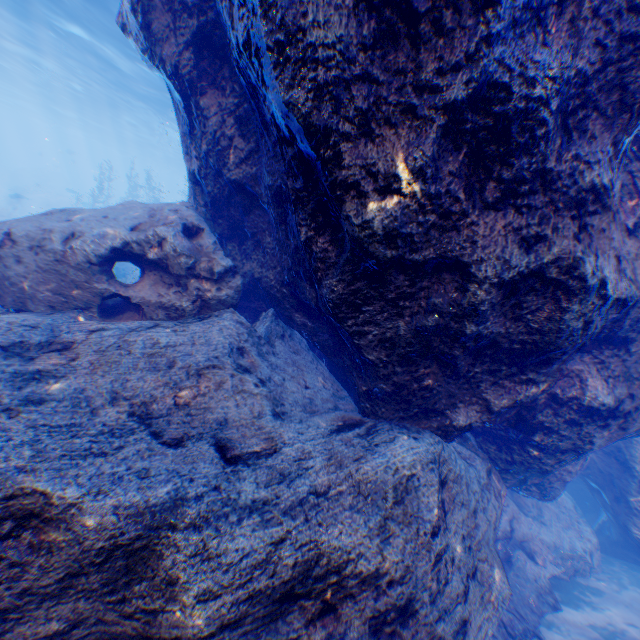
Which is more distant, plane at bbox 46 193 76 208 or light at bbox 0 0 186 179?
plane at bbox 46 193 76 208

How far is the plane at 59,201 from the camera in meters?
38.1 m

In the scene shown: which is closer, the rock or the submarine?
the rock

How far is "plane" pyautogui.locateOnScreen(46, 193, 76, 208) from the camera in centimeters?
3806cm

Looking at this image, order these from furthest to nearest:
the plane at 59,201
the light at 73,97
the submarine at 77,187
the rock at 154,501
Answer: the submarine at 77,187
the plane at 59,201
the light at 73,97
the rock at 154,501

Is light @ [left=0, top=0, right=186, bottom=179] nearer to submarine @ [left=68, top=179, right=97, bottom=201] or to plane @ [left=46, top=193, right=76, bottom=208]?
submarine @ [left=68, top=179, right=97, bottom=201]

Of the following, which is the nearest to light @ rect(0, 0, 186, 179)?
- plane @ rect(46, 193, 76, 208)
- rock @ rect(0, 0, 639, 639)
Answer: rock @ rect(0, 0, 639, 639)

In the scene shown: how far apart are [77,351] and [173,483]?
2.2 meters
